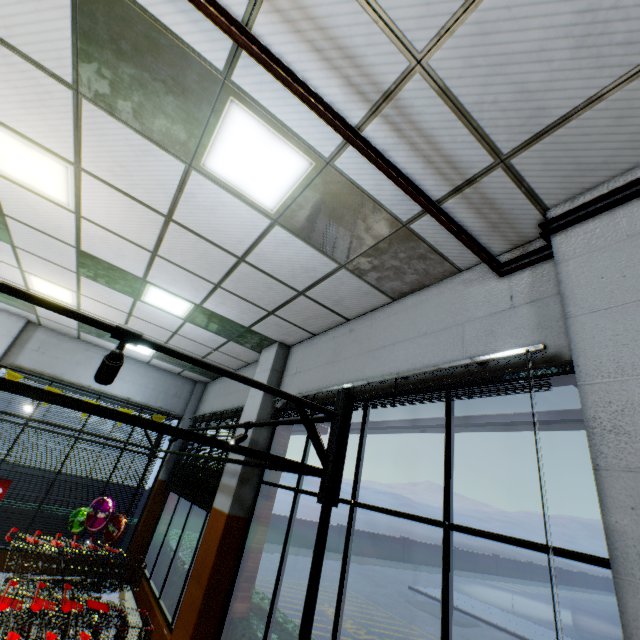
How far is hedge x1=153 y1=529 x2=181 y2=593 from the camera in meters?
6.7

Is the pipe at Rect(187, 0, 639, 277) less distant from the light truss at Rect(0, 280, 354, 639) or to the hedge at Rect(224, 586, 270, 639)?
the light truss at Rect(0, 280, 354, 639)

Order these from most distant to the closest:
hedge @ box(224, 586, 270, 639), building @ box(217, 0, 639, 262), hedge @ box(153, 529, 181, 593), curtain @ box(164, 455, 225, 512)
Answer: hedge @ box(153, 529, 181, 593) < curtain @ box(164, 455, 225, 512) < hedge @ box(224, 586, 270, 639) < building @ box(217, 0, 639, 262)

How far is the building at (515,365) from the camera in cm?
246

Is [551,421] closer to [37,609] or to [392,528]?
[37,609]

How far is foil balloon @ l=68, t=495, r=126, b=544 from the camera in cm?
689

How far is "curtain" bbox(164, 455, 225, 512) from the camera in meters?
5.7

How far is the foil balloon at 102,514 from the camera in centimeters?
689cm
